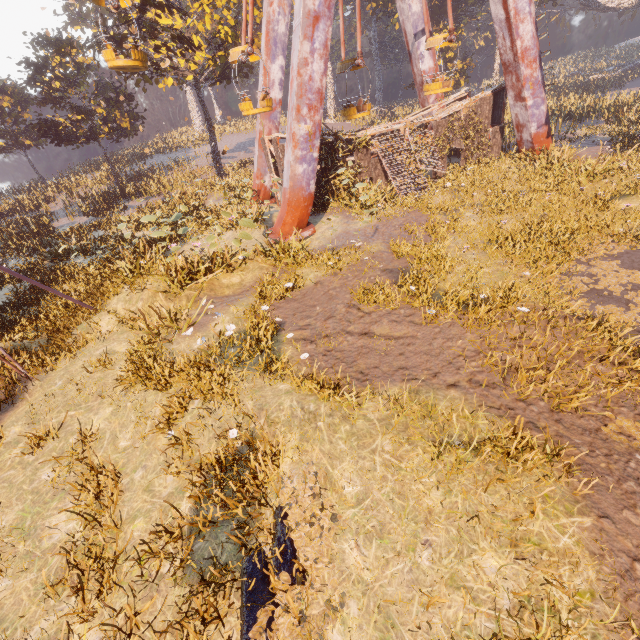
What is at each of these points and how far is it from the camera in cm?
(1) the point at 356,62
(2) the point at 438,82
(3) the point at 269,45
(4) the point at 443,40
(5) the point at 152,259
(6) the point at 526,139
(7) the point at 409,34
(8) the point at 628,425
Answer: (1) ferris wheel, 1625
(2) ferris wheel, 1827
(3) metal support, 1780
(4) ferris wheel, 1730
(5) instancedfoliageactor, 1248
(6) metal support, 1788
(7) metal support, 2033
(8) instancedfoliageactor, 521

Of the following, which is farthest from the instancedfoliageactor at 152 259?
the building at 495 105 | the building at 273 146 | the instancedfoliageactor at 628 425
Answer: the instancedfoliageactor at 628 425

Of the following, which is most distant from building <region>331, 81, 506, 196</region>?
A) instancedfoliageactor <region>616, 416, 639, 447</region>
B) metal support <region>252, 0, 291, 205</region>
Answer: instancedfoliageactor <region>616, 416, 639, 447</region>

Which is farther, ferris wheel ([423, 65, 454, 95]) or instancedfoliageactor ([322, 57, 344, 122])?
instancedfoliageactor ([322, 57, 344, 122])

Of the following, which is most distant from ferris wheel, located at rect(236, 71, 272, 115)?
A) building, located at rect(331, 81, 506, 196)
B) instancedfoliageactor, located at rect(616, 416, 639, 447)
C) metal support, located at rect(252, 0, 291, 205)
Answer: instancedfoliageactor, located at rect(616, 416, 639, 447)

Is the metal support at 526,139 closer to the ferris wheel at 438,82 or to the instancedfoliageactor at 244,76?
the ferris wheel at 438,82

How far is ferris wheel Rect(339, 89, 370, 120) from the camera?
17.4m
